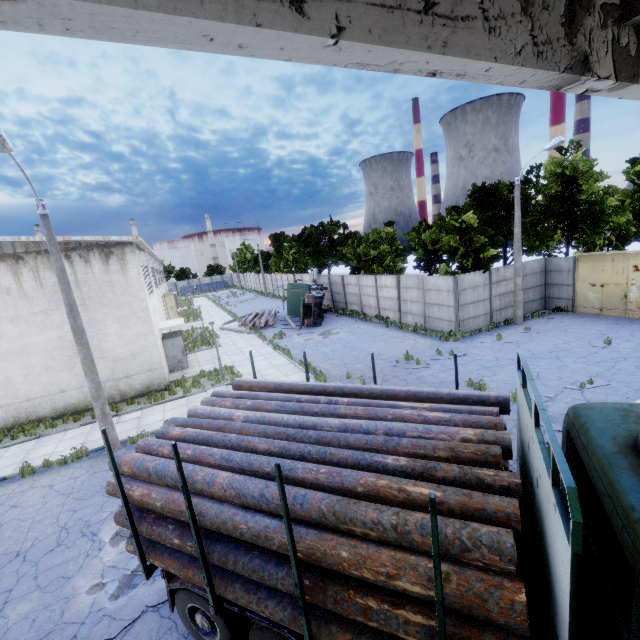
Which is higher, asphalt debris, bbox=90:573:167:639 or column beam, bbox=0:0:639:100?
column beam, bbox=0:0:639:100

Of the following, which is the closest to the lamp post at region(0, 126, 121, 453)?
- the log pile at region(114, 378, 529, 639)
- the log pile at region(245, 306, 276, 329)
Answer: the log pile at region(114, 378, 529, 639)

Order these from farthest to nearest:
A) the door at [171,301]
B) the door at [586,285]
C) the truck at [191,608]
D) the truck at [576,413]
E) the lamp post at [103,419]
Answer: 1. the door at [171,301]
2. the door at [586,285]
3. the lamp post at [103,419]
4. the truck at [191,608]
5. the truck at [576,413]

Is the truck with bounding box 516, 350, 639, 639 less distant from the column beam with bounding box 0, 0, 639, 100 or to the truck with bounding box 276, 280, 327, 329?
the column beam with bounding box 0, 0, 639, 100

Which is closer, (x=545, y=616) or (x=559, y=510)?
(x=559, y=510)

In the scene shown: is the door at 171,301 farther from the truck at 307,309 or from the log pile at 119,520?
the log pile at 119,520

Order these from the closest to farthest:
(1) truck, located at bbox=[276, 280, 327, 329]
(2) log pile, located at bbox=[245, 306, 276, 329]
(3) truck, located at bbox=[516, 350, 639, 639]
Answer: A: (3) truck, located at bbox=[516, 350, 639, 639], (1) truck, located at bbox=[276, 280, 327, 329], (2) log pile, located at bbox=[245, 306, 276, 329]

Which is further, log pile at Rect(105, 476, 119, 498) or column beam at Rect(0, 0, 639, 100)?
log pile at Rect(105, 476, 119, 498)
